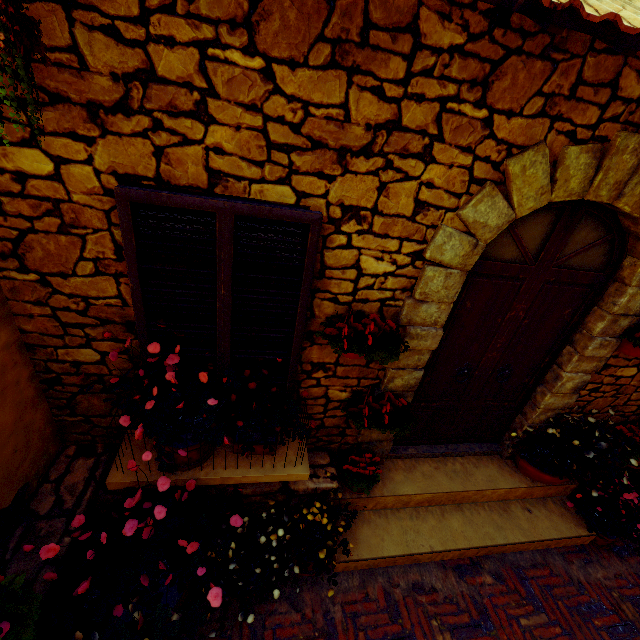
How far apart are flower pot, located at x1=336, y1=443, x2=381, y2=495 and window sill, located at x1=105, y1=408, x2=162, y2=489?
0.50m

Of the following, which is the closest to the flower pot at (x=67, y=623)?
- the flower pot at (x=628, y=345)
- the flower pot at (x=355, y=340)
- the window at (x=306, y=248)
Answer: the window at (x=306, y=248)

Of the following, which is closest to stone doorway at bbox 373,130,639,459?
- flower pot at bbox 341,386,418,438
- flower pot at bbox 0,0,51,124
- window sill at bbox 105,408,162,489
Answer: flower pot at bbox 341,386,418,438

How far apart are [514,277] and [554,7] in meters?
1.8

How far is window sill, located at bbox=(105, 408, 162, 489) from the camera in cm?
234

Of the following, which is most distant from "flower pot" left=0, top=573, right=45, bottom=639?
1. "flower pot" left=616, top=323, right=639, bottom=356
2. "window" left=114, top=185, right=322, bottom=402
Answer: "flower pot" left=616, top=323, right=639, bottom=356

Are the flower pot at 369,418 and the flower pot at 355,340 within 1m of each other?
yes

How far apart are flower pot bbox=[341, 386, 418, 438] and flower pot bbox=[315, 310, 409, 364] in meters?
0.5 m
